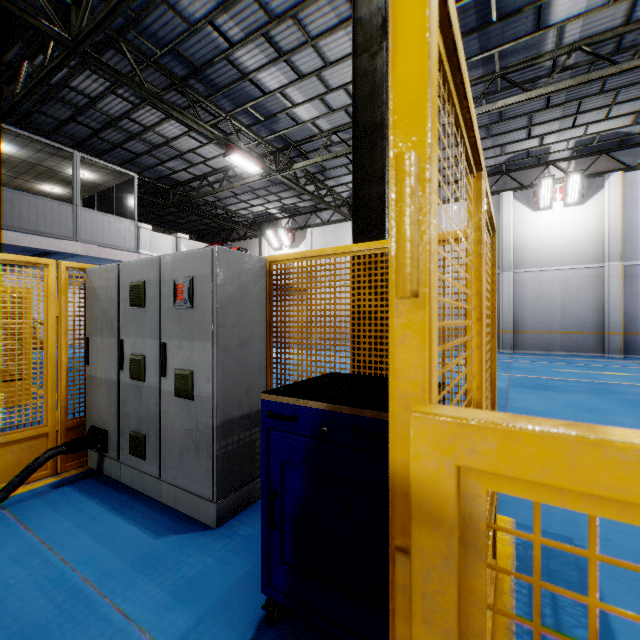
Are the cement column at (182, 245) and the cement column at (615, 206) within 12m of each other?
no

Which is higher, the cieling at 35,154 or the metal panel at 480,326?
the cieling at 35,154

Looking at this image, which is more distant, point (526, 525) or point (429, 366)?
point (526, 525)

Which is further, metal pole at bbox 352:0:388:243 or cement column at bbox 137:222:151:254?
cement column at bbox 137:222:151:254

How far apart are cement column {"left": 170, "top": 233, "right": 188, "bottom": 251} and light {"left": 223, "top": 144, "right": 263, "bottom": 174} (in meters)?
3.83

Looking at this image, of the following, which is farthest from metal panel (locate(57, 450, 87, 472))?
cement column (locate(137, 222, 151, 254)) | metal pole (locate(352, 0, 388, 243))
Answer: cement column (locate(137, 222, 151, 254))

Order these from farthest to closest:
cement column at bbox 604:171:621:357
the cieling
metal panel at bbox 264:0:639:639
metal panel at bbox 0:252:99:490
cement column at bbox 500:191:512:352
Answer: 1. cement column at bbox 500:191:512:352
2. cement column at bbox 604:171:621:357
3. the cieling
4. metal panel at bbox 0:252:99:490
5. metal panel at bbox 264:0:639:639

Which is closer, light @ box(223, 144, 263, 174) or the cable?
the cable
